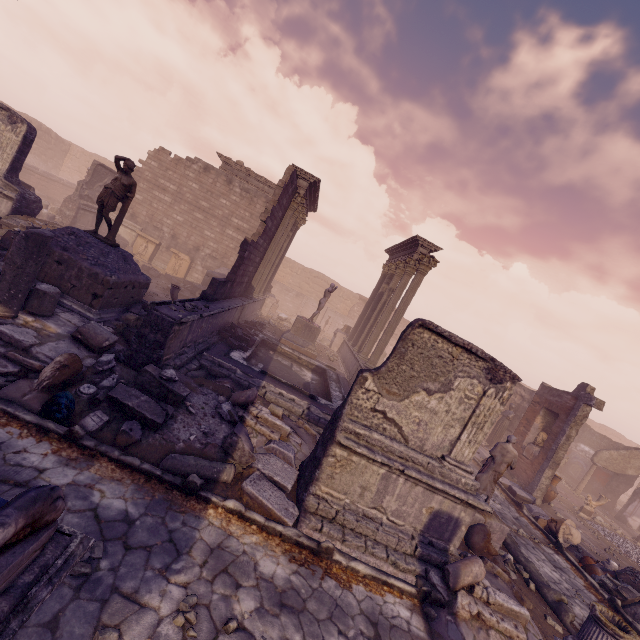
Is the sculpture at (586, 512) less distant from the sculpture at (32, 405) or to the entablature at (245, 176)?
the entablature at (245, 176)

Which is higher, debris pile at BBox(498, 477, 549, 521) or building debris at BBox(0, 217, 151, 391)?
building debris at BBox(0, 217, 151, 391)

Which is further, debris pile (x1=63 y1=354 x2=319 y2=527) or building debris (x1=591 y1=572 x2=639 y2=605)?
building debris (x1=591 y1=572 x2=639 y2=605)

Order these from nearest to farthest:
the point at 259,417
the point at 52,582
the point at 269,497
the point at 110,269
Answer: the point at 52,582 < the point at 269,497 < the point at 259,417 < the point at 110,269

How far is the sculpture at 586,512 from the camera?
14.5m

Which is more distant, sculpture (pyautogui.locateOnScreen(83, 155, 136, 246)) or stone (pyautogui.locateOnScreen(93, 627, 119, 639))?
sculpture (pyautogui.locateOnScreen(83, 155, 136, 246))

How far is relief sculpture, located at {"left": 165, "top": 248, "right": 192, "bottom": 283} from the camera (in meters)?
19.48

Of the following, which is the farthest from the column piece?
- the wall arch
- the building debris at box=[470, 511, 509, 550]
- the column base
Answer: the wall arch
